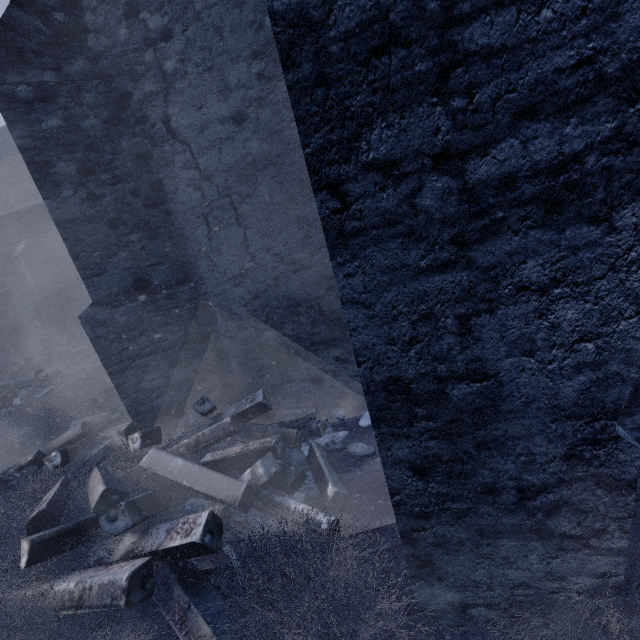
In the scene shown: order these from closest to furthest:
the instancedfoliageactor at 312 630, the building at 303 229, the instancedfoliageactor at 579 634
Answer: the building at 303 229, the instancedfoliageactor at 579 634, the instancedfoliageactor at 312 630

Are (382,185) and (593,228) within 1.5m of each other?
yes

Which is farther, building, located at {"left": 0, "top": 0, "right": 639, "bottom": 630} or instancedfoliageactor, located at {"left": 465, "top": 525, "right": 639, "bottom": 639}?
instancedfoliageactor, located at {"left": 465, "top": 525, "right": 639, "bottom": 639}

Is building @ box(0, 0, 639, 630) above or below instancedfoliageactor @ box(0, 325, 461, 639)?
above

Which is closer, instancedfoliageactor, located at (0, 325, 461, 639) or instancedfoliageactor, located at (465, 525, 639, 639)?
instancedfoliageactor, located at (465, 525, 639, 639)

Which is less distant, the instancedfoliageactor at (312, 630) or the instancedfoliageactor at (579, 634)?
the instancedfoliageactor at (579, 634)
